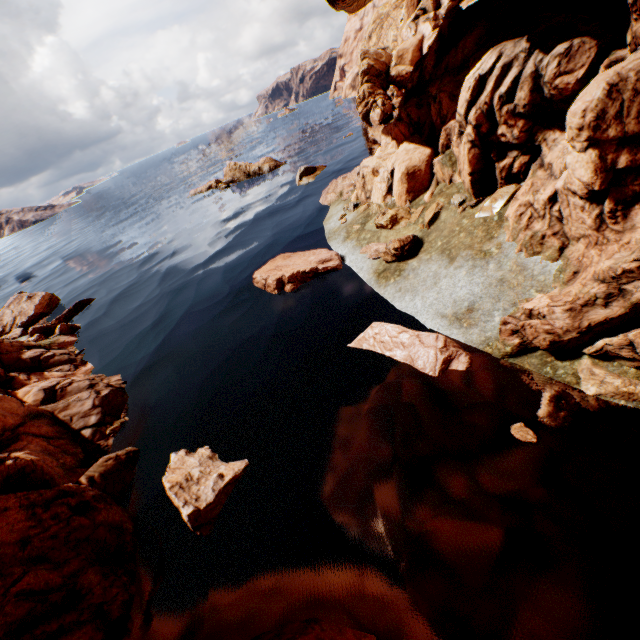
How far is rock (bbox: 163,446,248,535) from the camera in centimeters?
817cm

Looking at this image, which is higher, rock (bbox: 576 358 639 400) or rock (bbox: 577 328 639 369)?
rock (bbox: 577 328 639 369)

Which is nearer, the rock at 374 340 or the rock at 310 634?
the rock at 310 634

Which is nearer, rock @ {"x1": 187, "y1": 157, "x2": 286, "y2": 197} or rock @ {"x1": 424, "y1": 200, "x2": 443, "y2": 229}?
rock @ {"x1": 424, "y1": 200, "x2": 443, "y2": 229}

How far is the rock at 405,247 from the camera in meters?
13.3 m

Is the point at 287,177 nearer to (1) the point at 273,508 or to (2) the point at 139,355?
(2) the point at 139,355

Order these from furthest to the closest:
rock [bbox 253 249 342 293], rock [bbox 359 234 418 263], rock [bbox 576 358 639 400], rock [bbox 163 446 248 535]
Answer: rock [bbox 253 249 342 293], rock [bbox 359 234 418 263], rock [bbox 163 446 248 535], rock [bbox 576 358 639 400]
